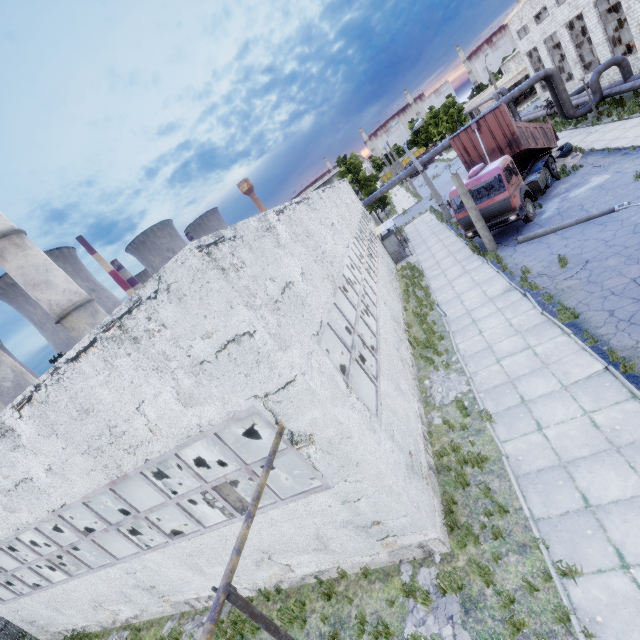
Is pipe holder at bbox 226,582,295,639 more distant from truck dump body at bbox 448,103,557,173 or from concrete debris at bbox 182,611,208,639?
truck dump body at bbox 448,103,557,173

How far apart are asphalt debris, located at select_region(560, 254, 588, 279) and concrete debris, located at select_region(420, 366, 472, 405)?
4.1 meters

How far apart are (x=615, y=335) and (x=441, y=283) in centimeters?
985cm

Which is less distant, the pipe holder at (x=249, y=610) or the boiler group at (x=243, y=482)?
the pipe holder at (x=249, y=610)

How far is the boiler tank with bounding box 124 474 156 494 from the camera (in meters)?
16.22

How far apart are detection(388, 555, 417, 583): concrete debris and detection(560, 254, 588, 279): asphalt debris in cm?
1021

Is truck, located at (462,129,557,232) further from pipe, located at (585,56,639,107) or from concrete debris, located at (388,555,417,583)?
concrete debris, located at (388,555,417,583)

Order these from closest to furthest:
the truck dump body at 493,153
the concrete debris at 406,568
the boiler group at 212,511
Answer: the concrete debris at 406,568 → the boiler group at 212,511 → the truck dump body at 493,153
